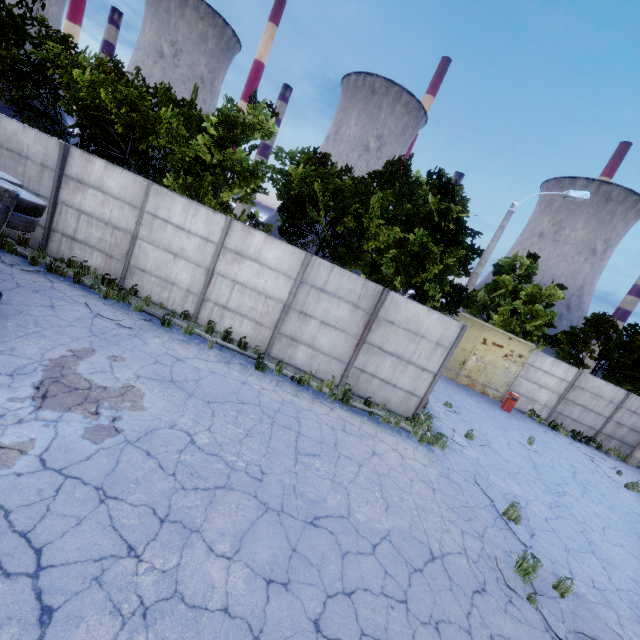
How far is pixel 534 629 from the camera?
5.2 meters

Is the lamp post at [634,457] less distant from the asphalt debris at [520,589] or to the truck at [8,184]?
the asphalt debris at [520,589]

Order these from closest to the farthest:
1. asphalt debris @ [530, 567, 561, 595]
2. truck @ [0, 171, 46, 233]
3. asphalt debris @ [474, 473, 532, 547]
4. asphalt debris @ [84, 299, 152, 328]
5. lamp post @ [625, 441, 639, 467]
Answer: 1. truck @ [0, 171, 46, 233]
2. asphalt debris @ [530, 567, 561, 595]
3. asphalt debris @ [474, 473, 532, 547]
4. asphalt debris @ [84, 299, 152, 328]
5. lamp post @ [625, 441, 639, 467]

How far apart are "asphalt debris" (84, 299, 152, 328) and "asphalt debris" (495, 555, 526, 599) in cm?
1033

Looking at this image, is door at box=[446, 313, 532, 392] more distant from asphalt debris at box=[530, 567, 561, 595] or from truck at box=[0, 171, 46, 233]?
truck at box=[0, 171, 46, 233]

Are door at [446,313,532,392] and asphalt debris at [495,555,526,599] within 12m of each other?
no

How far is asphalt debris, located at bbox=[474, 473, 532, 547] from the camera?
7.4 meters

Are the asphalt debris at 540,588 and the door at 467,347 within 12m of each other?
no
